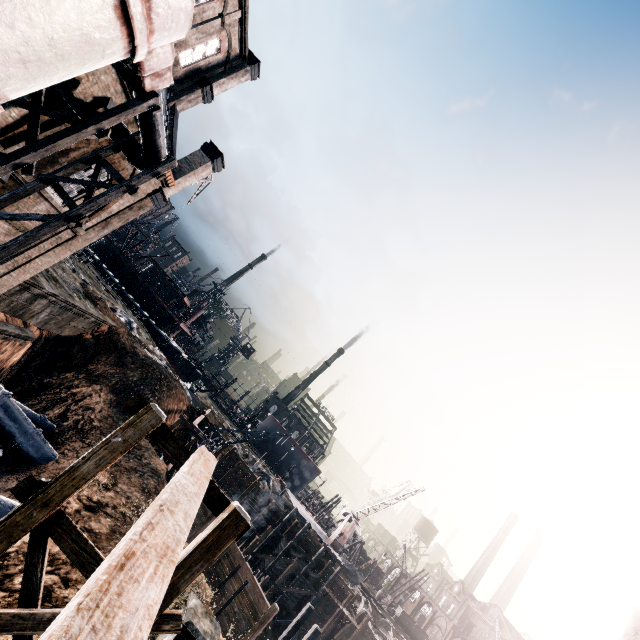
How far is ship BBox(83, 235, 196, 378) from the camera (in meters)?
55.12

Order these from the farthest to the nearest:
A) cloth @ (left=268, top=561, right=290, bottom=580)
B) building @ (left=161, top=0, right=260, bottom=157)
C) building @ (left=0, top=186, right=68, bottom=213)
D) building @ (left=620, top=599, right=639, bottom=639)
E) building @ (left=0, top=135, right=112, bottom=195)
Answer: cloth @ (left=268, top=561, right=290, bottom=580) → building @ (left=161, top=0, right=260, bottom=157) → building @ (left=0, top=186, right=68, bottom=213) → building @ (left=0, top=135, right=112, bottom=195) → building @ (left=620, top=599, right=639, bottom=639)

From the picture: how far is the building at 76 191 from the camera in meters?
15.4

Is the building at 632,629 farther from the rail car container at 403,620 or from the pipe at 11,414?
the rail car container at 403,620

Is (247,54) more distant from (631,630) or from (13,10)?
(631,630)

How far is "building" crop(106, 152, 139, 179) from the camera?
15.64m

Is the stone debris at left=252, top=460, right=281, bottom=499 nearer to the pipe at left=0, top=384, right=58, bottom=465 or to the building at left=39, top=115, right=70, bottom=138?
the pipe at left=0, top=384, right=58, bottom=465

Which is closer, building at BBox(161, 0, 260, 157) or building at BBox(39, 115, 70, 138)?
building at BBox(39, 115, 70, 138)
